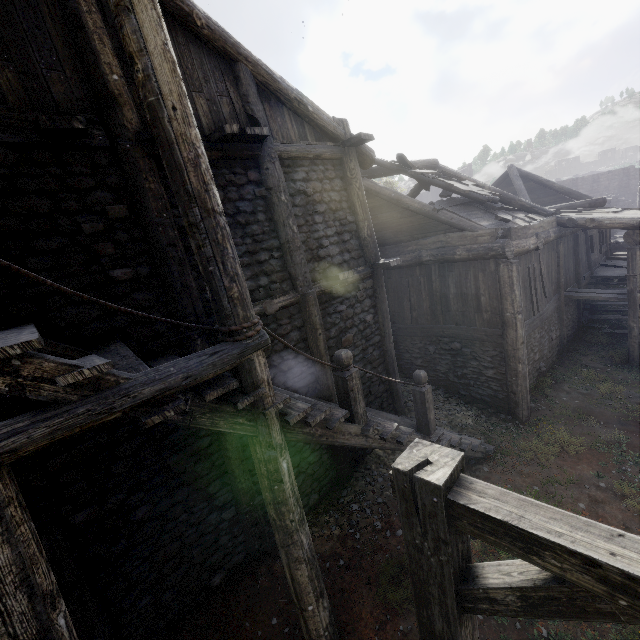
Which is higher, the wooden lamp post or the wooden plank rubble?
the wooden plank rubble

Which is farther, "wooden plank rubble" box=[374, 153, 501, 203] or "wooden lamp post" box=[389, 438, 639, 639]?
"wooden plank rubble" box=[374, 153, 501, 203]

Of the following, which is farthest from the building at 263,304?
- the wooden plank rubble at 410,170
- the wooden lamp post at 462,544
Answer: the wooden lamp post at 462,544

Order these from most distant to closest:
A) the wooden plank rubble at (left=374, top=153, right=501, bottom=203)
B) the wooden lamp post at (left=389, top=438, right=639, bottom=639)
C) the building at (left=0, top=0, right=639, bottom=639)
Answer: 1. the wooden plank rubble at (left=374, top=153, right=501, bottom=203)
2. the building at (left=0, top=0, right=639, bottom=639)
3. the wooden lamp post at (left=389, top=438, right=639, bottom=639)

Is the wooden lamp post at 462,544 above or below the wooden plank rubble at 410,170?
below

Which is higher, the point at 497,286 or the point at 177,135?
the point at 177,135

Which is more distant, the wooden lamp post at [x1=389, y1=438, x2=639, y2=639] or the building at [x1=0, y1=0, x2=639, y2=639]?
the building at [x1=0, y1=0, x2=639, y2=639]

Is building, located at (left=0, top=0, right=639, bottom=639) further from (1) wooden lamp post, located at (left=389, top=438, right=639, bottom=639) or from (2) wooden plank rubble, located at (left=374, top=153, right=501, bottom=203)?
(1) wooden lamp post, located at (left=389, top=438, right=639, bottom=639)
